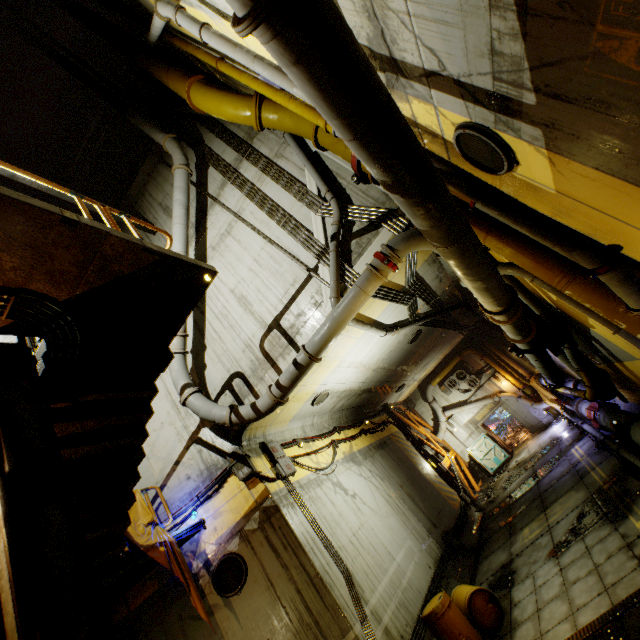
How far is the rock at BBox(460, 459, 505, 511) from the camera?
16.35m

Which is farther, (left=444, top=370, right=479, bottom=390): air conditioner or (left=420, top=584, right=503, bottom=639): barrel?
(left=444, top=370, right=479, bottom=390): air conditioner

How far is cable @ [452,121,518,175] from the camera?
3.49m

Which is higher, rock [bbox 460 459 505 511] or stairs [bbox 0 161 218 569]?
stairs [bbox 0 161 218 569]

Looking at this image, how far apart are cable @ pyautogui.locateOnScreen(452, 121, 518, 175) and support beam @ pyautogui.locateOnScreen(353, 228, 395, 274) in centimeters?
338cm

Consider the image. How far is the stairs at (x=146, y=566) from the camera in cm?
639

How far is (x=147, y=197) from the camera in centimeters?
1361cm

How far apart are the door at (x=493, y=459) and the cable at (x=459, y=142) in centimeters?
2131cm
